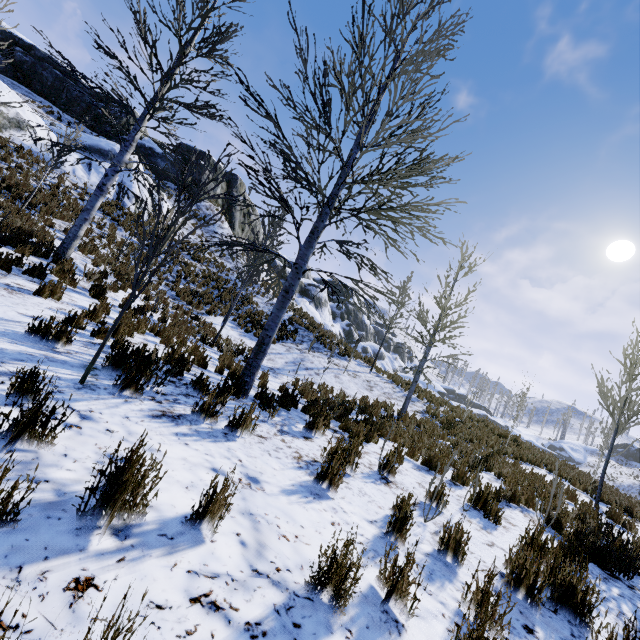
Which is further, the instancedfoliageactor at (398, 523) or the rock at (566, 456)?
the rock at (566, 456)

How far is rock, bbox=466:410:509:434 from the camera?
14.1m

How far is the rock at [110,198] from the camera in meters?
17.8

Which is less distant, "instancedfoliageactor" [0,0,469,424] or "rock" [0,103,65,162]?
"instancedfoliageactor" [0,0,469,424]

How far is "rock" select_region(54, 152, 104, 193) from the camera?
16.8 meters

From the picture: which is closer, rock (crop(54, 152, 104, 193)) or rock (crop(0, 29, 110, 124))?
rock (crop(54, 152, 104, 193))

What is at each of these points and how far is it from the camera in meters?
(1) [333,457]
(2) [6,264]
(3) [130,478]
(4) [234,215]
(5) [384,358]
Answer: (1) instancedfoliageactor, 4.0 m
(2) instancedfoliageactor, 6.1 m
(3) instancedfoliageactor, 1.8 m
(4) rock, 32.9 m
(5) rock, 54.6 m

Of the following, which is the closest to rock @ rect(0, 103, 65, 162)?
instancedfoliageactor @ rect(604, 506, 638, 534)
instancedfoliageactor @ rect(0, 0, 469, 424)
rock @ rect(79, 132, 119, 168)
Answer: rock @ rect(79, 132, 119, 168)
